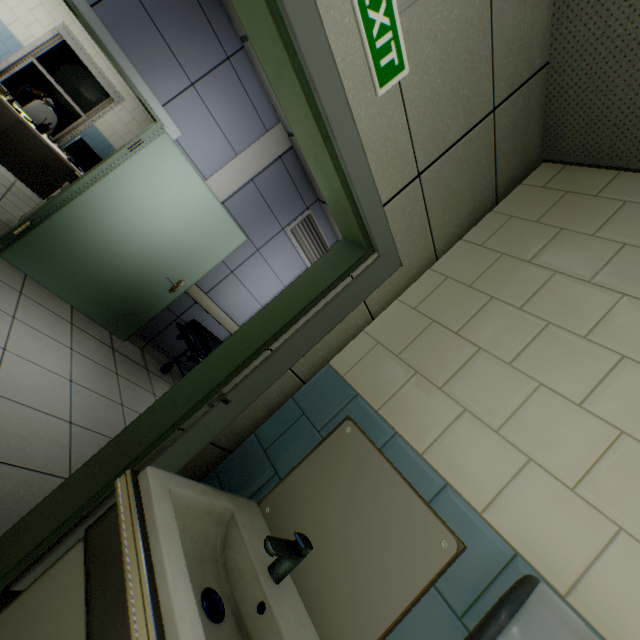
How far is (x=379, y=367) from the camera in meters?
1.5

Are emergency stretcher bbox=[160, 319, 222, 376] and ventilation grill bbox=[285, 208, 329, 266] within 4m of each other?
yes

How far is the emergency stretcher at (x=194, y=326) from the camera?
3.84m

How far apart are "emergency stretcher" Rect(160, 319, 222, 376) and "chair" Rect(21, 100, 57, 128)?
5.04m

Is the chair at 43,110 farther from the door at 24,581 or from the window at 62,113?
the door at 24,581

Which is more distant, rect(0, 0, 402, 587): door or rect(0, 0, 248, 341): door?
rect(0, 0, 248, 341): door

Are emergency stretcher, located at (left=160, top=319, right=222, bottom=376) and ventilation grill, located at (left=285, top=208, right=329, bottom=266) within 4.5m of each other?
yes

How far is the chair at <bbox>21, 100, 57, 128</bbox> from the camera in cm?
564
